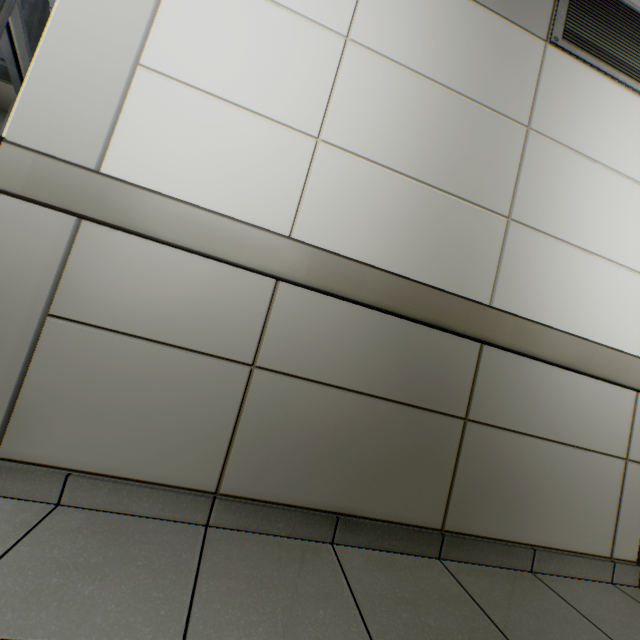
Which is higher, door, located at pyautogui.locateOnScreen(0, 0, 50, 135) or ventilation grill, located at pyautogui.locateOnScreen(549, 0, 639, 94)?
ventilation grill, located at pyautogui.locateOnScreen(549, 0, 639, 94)

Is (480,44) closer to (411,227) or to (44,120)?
(411,227)

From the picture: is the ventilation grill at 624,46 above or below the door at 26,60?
above
